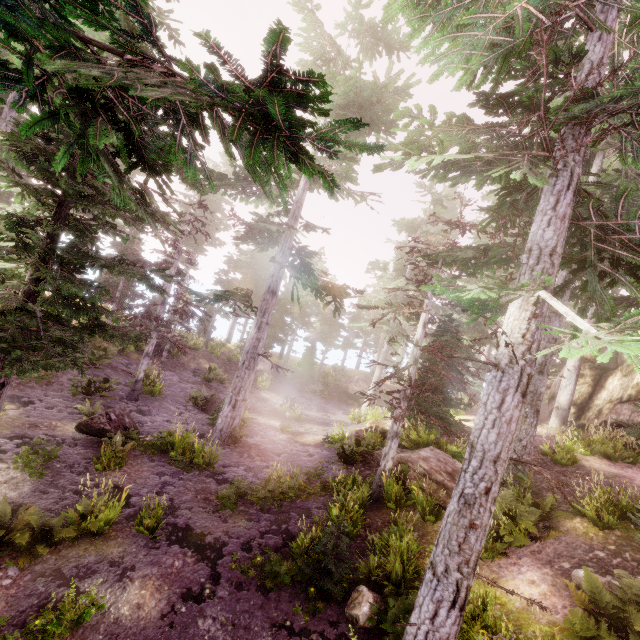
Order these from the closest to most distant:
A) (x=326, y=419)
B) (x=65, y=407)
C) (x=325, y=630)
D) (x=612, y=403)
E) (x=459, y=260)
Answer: (x=325, y=630) → (x=459, y=260) → (x=65, y=407) → (x=612, y=403) → (x=326, y=419)

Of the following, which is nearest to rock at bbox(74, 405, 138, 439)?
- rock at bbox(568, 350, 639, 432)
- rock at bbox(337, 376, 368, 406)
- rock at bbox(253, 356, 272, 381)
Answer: rock at bbox(253, 356, 272, 381)

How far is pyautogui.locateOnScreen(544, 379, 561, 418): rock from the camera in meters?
20.2 m

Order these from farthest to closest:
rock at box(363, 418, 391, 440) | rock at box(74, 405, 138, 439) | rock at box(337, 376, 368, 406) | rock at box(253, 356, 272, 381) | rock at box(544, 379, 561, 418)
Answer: rock at box(337, 376, 368, 406)
rock at box(253, 356, 272, 381)
rock at box(544, 379, 561, 418)
rock at box(363, 418, 391, 440)
rock at box(74, 405, 138, 439)

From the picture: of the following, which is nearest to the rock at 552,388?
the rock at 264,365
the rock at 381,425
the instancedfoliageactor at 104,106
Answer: the instancedfoliageactor at 104,106

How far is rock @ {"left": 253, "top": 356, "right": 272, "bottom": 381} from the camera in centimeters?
A: 2764cm

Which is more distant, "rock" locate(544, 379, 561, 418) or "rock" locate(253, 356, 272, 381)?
"rock" locate(253, 356, 272, 381)

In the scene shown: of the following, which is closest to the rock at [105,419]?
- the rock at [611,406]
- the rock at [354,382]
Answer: the rock at [611,406]
